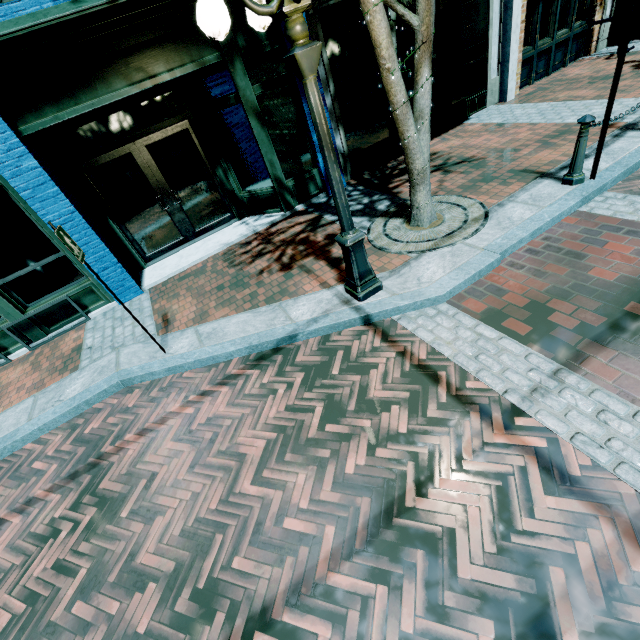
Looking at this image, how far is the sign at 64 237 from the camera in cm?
339

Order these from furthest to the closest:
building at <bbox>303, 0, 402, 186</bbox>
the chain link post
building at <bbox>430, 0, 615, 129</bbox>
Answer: building at <bbox>430, 0, 615, 129</bbox>
building at <bbox>303, 0, 402, 186</bbox>
the chain link post

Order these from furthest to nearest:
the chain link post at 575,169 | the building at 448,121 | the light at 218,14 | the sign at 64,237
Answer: the building at 448,121, the chain link post at 575,169, the sign at 64,237, the light at 218,14

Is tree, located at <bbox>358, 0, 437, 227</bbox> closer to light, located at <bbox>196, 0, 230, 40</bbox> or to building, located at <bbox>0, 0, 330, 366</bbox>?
light, located at <bbox>196, 0, 230, 40</bbox>

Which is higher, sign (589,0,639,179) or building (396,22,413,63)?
building (396,22,413,63)

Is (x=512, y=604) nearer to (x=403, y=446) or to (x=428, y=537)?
(x=428, y=537)

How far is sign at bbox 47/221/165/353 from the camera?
3.39m

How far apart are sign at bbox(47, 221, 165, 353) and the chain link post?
6.40m
